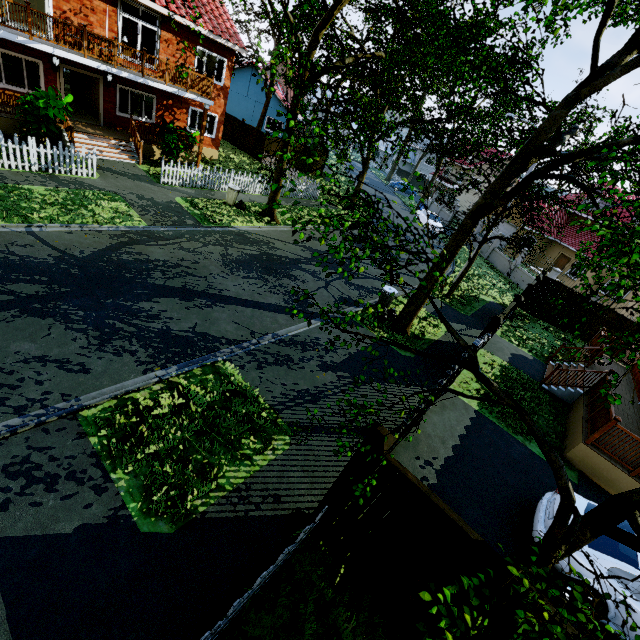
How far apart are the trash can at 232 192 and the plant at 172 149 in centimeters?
305cm

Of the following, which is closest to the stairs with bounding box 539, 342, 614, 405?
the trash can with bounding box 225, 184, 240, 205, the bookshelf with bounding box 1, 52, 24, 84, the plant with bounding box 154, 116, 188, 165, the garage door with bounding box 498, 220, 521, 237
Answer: the trash can with bounding box 225, 184, 240, 205

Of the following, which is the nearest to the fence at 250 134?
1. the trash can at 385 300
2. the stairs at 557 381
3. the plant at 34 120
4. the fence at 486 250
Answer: the plant at 34 120

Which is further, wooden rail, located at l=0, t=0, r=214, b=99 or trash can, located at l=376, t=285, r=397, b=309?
trash can, located at l=376, t=285, r=397, b=309

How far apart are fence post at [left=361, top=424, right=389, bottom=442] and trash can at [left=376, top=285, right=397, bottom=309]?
8.86m

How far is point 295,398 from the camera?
7.5 meters

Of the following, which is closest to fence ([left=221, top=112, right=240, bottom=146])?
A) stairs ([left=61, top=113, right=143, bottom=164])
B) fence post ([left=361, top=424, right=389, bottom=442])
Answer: fence post ([left=361, top=424, right=389, bottom=442])

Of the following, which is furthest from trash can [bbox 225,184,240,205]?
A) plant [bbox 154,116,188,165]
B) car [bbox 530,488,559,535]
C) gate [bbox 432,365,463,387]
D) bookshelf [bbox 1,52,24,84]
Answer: car [bbox 530,488,559,535]
